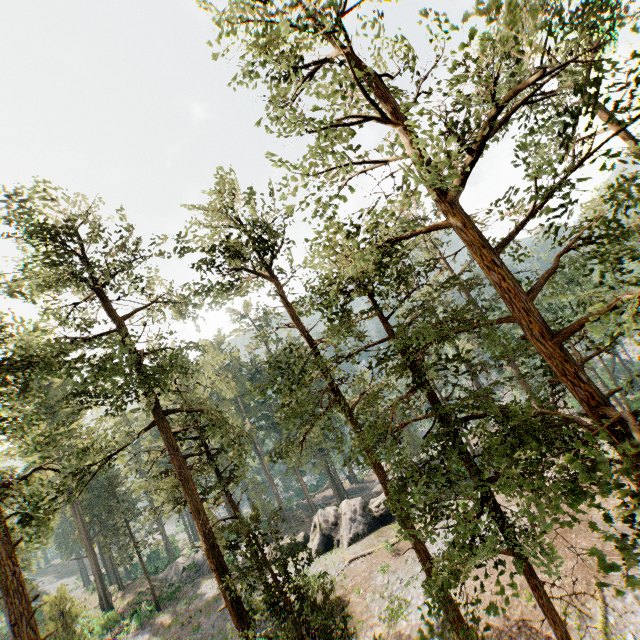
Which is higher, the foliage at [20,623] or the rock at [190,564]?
the foliage at [20,623]

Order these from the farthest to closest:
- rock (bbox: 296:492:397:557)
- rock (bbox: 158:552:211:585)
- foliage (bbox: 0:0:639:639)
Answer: rock (bbox: 158:552:211:585) < rock (bbox: 296:492:397:557) < foliage (bbox: 0:0:639:639)

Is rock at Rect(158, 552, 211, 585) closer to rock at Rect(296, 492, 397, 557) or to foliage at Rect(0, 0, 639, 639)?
rock at Rect(296, 492, 397, 557)

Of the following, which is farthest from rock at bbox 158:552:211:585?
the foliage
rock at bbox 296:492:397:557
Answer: the foliage

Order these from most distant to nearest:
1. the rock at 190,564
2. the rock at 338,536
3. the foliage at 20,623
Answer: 1. the rock at 190,564
2. the rock at 338,536
3. the foliage at 20,623

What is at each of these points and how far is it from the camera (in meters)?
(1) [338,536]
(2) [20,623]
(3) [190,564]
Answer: (1) rock, 28.69
(2) foliage, 11.47
(3) rock, 38.16
